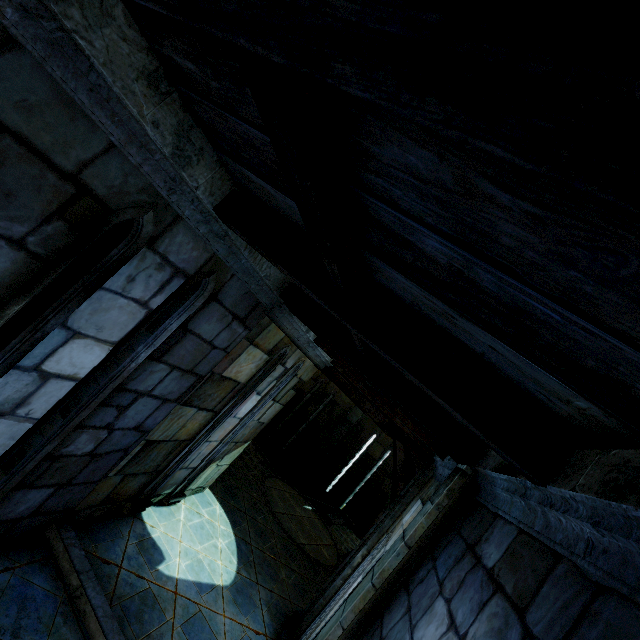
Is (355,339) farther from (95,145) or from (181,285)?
(95,145)
